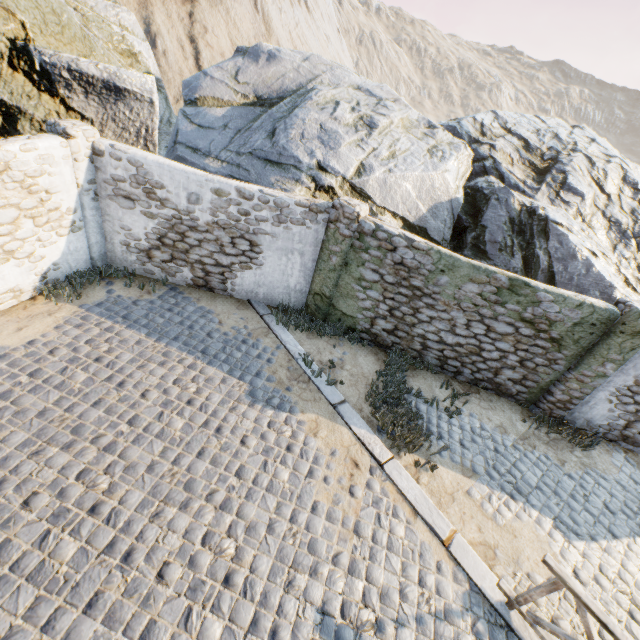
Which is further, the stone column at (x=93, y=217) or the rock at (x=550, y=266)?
the rock at (x=550, y=266)

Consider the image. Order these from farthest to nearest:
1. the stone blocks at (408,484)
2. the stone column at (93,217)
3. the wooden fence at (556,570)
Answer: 1. the stone column at (93,217)
2. the stone blocks at (408,484)
3. the wooden fence at (556,570)

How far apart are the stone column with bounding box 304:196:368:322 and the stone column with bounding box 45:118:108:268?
5.0 meters

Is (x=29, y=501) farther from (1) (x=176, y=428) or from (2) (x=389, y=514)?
(2) (x=389, y=514)

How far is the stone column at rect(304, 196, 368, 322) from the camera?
7.0m

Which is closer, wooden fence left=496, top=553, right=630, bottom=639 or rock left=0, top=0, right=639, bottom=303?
wooden fence left=496, top=553, right=630, bottom=639

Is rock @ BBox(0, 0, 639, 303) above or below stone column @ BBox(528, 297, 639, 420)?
above

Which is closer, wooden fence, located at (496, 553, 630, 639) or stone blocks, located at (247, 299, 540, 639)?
wooden fence, located at (496, 553, 630, 639)
